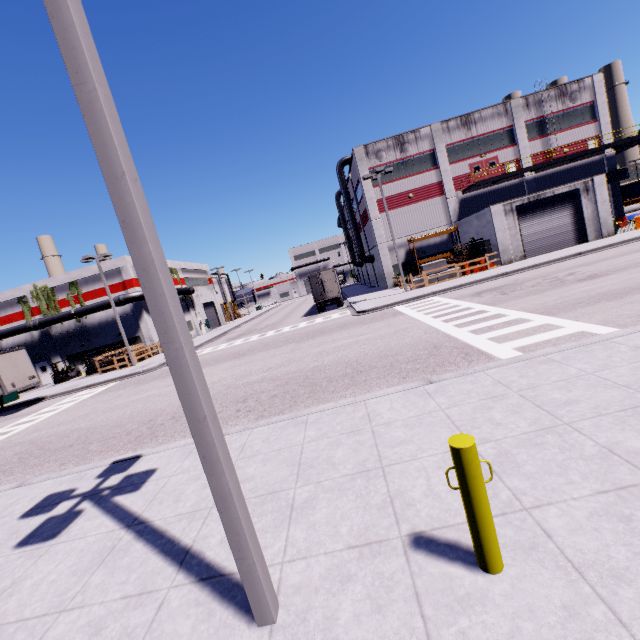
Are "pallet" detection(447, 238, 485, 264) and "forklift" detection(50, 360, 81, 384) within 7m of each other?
no

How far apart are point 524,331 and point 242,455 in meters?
8.6

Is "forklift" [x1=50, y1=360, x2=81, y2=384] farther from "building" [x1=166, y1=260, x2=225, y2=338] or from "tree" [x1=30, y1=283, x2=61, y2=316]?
"tree" [x1=30, y1=283, x2=61, y2=316]

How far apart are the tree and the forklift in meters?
5.2

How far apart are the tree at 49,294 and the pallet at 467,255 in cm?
4070

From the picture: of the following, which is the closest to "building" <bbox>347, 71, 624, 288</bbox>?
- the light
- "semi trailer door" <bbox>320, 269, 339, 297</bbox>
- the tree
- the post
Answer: the tree

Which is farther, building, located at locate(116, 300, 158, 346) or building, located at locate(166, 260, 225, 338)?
building, located at locate(166, 260, 225, 338)

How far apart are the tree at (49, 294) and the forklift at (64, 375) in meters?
5.2
